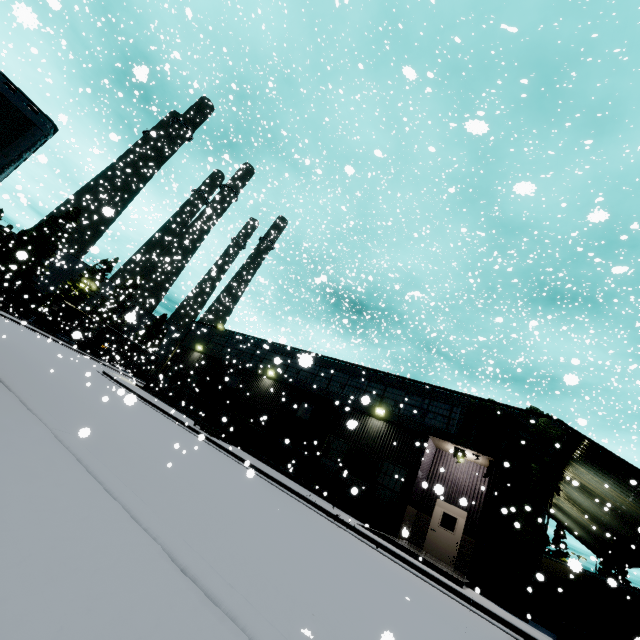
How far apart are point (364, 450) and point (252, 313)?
23.6m

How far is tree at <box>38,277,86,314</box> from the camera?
51.7 meters

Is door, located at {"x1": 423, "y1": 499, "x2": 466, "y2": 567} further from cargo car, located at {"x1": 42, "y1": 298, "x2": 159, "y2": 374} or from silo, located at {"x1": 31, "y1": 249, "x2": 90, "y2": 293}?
silo, located at {"x1": 31, "y1": 249, "x2": 90, "y2": 293}

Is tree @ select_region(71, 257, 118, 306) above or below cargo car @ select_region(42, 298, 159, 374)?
above

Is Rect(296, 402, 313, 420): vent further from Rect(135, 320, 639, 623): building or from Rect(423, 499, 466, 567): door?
Rect(423, 499, 466, 567): door

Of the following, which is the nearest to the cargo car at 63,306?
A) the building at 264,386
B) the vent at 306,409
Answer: the building at 264,386

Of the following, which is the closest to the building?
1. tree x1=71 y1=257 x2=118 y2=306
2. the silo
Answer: the silo

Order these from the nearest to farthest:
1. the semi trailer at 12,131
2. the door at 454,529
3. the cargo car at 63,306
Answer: the semi trailer at 12,131, the door at 454,529, the cargo car at 63,306
